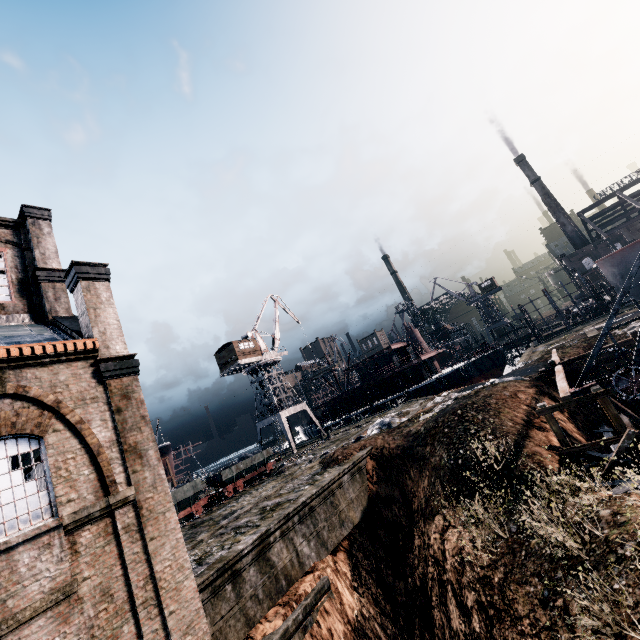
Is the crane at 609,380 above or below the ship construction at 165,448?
below

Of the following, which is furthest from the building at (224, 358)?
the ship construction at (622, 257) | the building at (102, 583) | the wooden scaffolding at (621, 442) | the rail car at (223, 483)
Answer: the ship construction at (622, 257)

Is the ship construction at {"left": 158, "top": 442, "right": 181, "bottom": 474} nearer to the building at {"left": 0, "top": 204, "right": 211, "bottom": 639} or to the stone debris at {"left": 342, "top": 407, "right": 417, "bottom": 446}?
the building at {"left": 0, "top": 204, "right": 211, "bottom": 639}

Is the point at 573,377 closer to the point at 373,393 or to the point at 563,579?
the point at 563,579

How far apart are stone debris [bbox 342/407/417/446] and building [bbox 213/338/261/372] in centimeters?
2326cm

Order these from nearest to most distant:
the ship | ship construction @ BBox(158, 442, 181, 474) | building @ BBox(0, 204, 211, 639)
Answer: building @ BBox(0, 204, 211, 639), ship construction @ BBox(158, 442, 181, 474), the ship

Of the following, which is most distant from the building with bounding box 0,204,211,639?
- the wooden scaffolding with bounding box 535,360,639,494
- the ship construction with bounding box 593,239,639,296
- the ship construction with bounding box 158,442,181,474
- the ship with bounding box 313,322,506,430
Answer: the ship construction with bounding box 593,239,639,296

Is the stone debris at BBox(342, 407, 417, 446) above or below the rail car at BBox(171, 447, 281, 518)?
below
